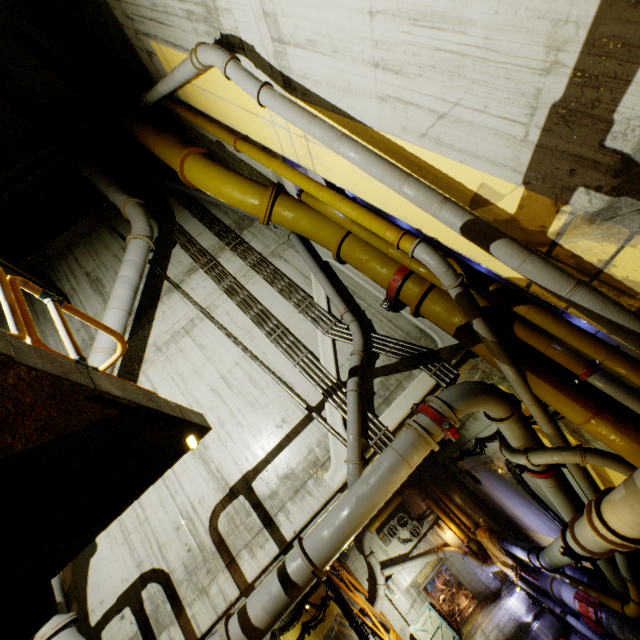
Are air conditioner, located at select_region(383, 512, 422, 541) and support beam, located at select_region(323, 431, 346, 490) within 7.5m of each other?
no

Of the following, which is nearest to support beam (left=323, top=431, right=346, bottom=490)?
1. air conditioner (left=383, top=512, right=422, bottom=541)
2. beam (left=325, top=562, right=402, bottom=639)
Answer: beam (left=325, top=562, right=402, bottom=639)

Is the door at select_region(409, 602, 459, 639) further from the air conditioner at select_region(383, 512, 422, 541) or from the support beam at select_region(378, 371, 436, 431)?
the support beam at select_region(378, 371, 436, 431)

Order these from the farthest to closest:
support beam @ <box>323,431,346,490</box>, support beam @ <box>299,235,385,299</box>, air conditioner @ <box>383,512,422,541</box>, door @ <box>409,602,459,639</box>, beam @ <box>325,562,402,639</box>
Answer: air conditioner @ <box>383,512,422,541</box>
door @ <box>409,602,459,639</box>
beam @ <box>325,562,402,639</box>
support beam @ <box>299,235,385,299</box>
support beam @ <box>323,431,346,490</box>

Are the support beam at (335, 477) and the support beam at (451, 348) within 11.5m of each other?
yes

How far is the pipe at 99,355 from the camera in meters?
6.4 m

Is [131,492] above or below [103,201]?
below

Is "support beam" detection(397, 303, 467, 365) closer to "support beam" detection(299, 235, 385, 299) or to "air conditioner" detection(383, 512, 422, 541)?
"support beam" detection(299, 235, 385, 299)
